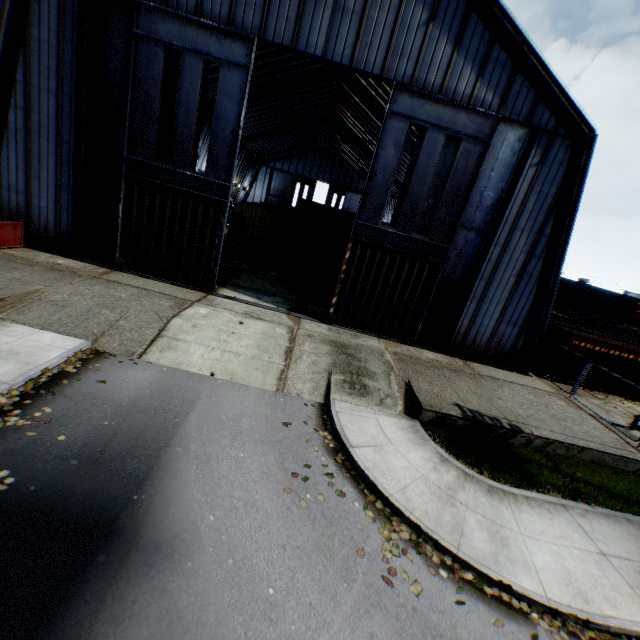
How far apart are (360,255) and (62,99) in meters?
14.1 m

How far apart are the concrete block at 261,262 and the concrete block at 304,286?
4.9 meters

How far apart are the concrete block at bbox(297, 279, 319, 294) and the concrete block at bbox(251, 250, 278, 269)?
4.92m

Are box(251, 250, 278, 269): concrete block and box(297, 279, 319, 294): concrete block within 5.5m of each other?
yes

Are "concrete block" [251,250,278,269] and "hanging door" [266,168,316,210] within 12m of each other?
no

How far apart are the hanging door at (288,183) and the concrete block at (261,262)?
35.9m

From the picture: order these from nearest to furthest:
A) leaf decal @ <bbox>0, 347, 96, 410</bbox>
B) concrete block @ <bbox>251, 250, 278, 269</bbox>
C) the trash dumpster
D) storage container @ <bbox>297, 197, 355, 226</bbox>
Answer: leaf decal @ <bbox>0, 347, 96, 410</bbox>, the trash dumpster, concrete block @ <bbox>251, 250, 278, 269</bbox>, storage container @ <bbox>297, 197, 355, 226</bbox>

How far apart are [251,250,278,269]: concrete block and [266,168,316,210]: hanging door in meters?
35.9 m
